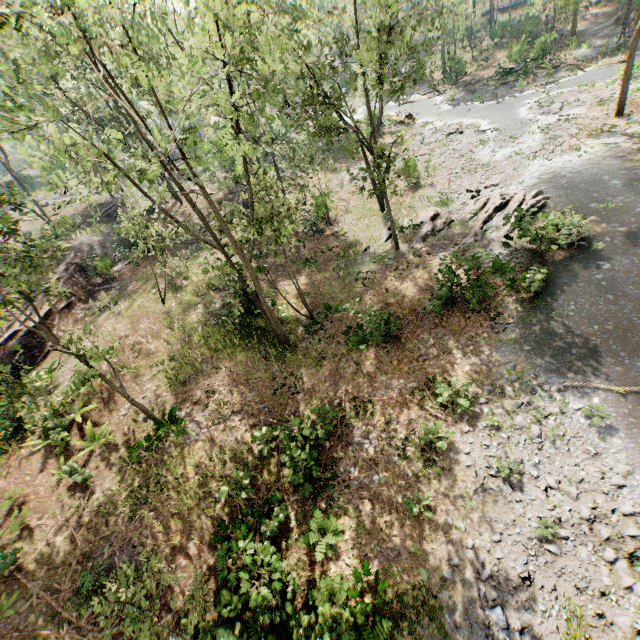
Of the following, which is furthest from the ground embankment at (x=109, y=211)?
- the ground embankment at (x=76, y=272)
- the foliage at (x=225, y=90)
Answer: the ground embankment at (x=76, y=272)

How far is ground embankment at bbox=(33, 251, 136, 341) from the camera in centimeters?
2123cm

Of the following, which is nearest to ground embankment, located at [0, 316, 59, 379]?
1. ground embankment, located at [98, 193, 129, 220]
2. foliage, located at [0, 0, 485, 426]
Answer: foliage, located at [0, 0, 485, 426]

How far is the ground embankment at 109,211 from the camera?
37.72m

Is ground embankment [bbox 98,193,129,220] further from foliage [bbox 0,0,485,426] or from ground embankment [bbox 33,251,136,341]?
ground embankment [bbox 33,251,136,341]

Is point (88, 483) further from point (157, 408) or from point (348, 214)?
point (348, 214)
